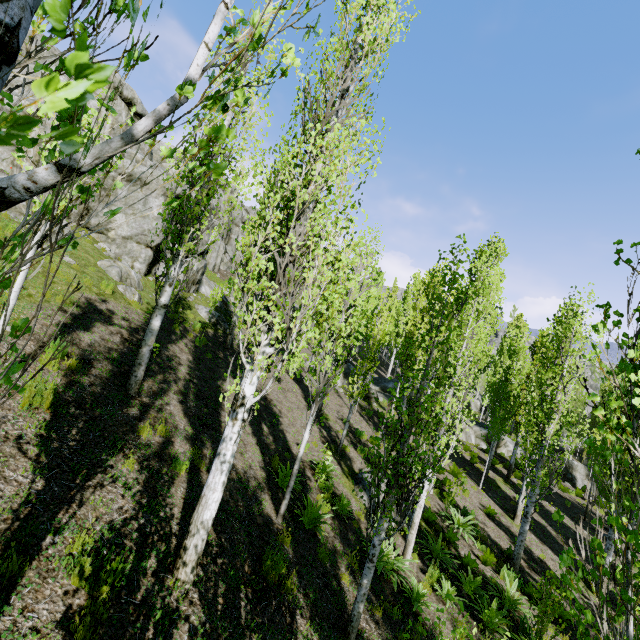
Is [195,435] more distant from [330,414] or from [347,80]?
[330,414]

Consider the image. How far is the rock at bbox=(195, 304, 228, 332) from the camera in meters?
19.2 m

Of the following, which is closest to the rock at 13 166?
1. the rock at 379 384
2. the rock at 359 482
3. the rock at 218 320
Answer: the rock at 218 320

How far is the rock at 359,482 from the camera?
11.1 meters

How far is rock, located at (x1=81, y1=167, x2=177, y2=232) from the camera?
15.1m

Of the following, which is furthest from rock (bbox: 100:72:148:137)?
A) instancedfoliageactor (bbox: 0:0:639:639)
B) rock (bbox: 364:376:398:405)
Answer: rock (bbox: 364:376:398:405)

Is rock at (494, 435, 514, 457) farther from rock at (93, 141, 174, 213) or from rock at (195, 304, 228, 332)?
rock at (93, 141, 174, 213)

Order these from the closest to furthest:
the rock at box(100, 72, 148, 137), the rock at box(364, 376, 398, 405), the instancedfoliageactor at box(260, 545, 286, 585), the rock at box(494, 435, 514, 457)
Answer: the instancedfoliageactor at box(260, 545, 286, 585) → the rock at box(100, 72, 148, 137) → the rock at box(364, 376, 398, 405) → the rock at box(494, 435, 514, 457)
